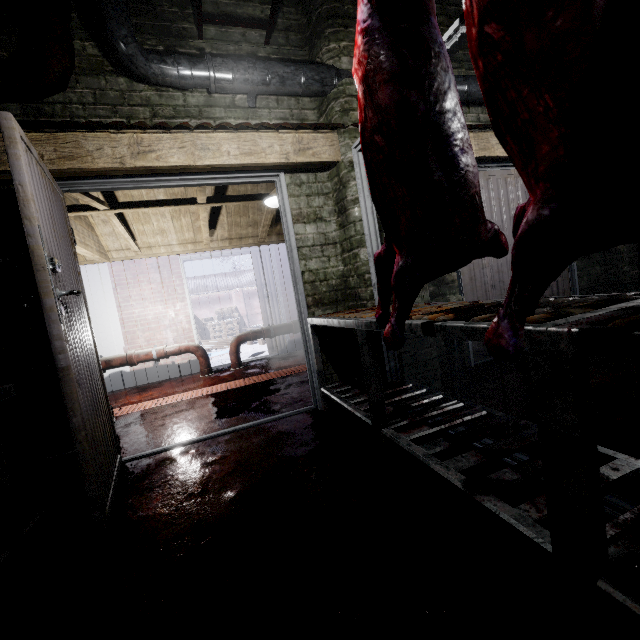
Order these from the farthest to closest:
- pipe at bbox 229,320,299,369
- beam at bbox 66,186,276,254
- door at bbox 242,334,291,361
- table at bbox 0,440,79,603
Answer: door at bbox 242,334,291,361
pipe at bbox 229,320,299,369
beam at bbox 66,186,276,254
table at bbox 0,440,79,603

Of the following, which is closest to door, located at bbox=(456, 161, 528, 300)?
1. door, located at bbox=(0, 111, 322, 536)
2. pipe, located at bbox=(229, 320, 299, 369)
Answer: door, located at bbox=(0, 111, 322, 536)

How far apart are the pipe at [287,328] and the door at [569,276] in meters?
2.6

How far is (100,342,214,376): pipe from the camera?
4.60m

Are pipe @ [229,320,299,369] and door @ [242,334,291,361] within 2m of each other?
yes

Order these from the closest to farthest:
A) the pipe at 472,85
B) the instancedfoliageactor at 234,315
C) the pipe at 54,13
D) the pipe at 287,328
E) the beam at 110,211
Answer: the pipe at 54,13 < the pipe at 472,85 < the beam at 110,211 < the pipe at 287,328 < the instancedfoliageactor at 234,315

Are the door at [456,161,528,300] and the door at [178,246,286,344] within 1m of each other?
no

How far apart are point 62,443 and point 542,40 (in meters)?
2.98
